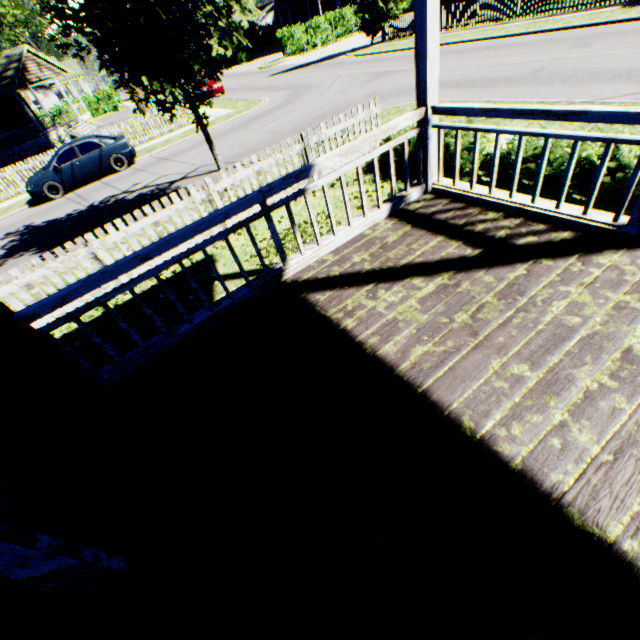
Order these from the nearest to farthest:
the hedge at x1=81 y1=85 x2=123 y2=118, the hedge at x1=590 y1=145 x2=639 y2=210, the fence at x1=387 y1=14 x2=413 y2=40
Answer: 1. the hedge at x1=590 y1=145 x2=639 y2=210
2. the fence at x1=387 y1=14 x2=413 y2=40
3. the hedge at x1=81 y1=85 x2=123 y2=118

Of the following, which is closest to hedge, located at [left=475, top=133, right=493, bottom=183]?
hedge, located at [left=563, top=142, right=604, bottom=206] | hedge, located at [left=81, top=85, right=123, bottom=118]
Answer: hedge, located at [left=563, top=142, right=604, bottom=206]

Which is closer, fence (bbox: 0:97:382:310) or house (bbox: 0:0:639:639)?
house (bbox: 0:0:639:639)

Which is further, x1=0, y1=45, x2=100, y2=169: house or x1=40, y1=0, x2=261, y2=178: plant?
x1=0, y1=45, x2=100, y2=169: house

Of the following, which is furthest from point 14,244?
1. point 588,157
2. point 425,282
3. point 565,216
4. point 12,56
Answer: point 12,56

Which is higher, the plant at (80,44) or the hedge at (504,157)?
the plant at (80,44)

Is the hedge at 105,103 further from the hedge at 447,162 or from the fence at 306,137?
the hedge at 447,162

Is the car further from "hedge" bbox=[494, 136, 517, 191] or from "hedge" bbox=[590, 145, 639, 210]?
"hedge" bbox=[590, 145, 639, 210]
